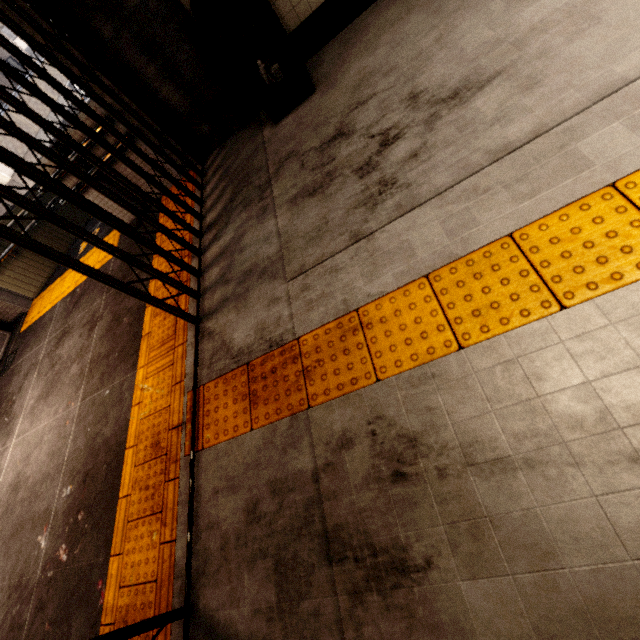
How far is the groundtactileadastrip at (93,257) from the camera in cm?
488

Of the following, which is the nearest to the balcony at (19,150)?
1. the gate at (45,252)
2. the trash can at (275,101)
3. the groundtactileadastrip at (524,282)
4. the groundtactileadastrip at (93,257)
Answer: the groundtactileadastrip at (93,257)

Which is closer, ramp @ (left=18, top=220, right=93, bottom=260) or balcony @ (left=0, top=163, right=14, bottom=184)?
ramp @ (left=18, top=220, right=93, bottom=260)

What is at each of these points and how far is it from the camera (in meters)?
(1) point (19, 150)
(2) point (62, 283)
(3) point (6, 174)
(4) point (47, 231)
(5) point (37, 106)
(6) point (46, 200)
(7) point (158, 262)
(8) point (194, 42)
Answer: (1) balcony, 14.46
(2) groundtactileadastrip, 5.57
(3) balcony, 13.54
(4) ramp, 6.99
(5) balcony, 16.30
(6) ramp, 7.28
(7) groundtactileadastrip, 3.83
(8) concrete pillar, 3.34

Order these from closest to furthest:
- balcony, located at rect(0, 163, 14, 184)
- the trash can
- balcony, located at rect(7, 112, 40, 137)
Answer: the trash can < balcony, located at rect(0, 163, 14, 184) < balcony, located at rect(7, 112, 40, 137)

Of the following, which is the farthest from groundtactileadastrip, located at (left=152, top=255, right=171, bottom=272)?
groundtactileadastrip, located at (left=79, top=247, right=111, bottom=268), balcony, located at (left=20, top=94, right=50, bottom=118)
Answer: balcony, located at (left=20, top=94, right=50, bottom=118)

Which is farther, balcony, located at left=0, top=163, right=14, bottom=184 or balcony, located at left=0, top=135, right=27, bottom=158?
balcony, located at left=0, top=135, right=27, bottom=158

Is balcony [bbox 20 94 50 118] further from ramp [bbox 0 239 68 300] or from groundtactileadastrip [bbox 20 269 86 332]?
groundtactileadastrip [bbox 20 269 86 332]
